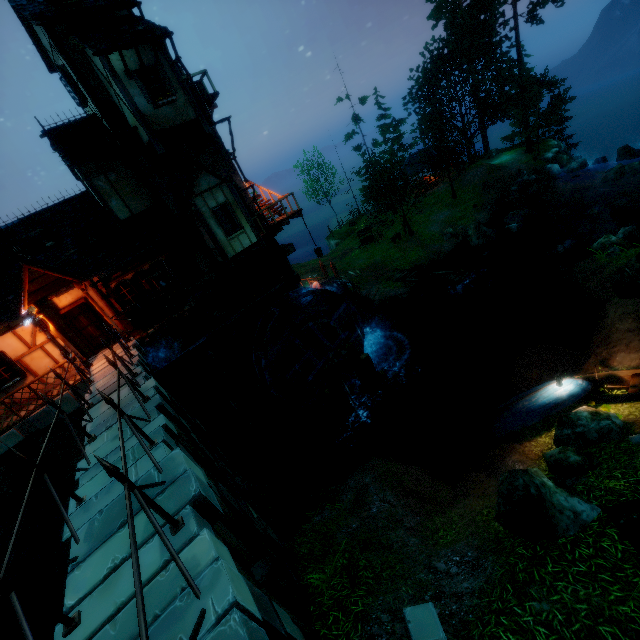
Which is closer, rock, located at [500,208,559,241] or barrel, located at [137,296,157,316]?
barrel, located at [137,296,157,316]

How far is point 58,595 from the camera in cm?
1040

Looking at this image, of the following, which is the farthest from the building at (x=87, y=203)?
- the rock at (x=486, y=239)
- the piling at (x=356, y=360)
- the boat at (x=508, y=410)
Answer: Result: the rock at (x=486, y=239)

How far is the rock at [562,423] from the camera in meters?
6.1 m

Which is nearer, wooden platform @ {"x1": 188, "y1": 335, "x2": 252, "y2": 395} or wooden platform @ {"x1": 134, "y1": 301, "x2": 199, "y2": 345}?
wooden platform @ {"x1": 134, "y1": 301, "x2": 199, "y2": 345}

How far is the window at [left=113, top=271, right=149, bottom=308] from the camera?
14.0m

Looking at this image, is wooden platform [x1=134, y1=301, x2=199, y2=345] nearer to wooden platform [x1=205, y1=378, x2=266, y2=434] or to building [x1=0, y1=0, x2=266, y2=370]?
building [x1=0, y1=0, x2=266, y2=370]

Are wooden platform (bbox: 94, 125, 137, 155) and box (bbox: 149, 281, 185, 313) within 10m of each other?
yes
